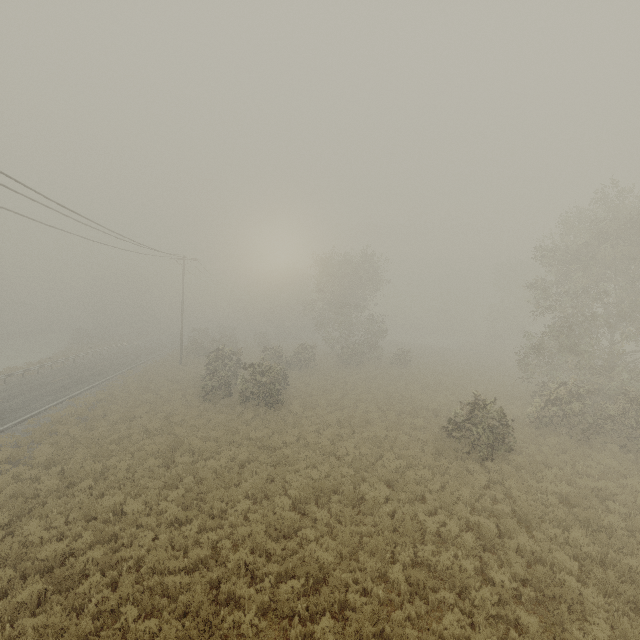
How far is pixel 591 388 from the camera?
17.50m
